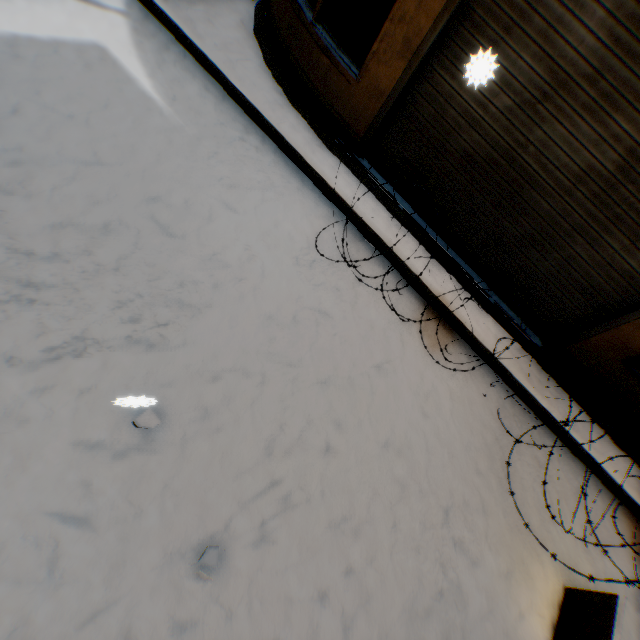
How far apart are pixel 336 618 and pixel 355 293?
2.3m

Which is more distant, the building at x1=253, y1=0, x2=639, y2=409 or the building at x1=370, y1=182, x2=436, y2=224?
the building at x1=370, y1=182, x2=436, y2=224

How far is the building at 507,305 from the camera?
3.57m

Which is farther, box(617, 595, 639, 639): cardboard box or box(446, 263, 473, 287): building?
box(446, 263, 473, 287): building

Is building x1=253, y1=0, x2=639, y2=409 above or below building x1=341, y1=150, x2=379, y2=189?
above
